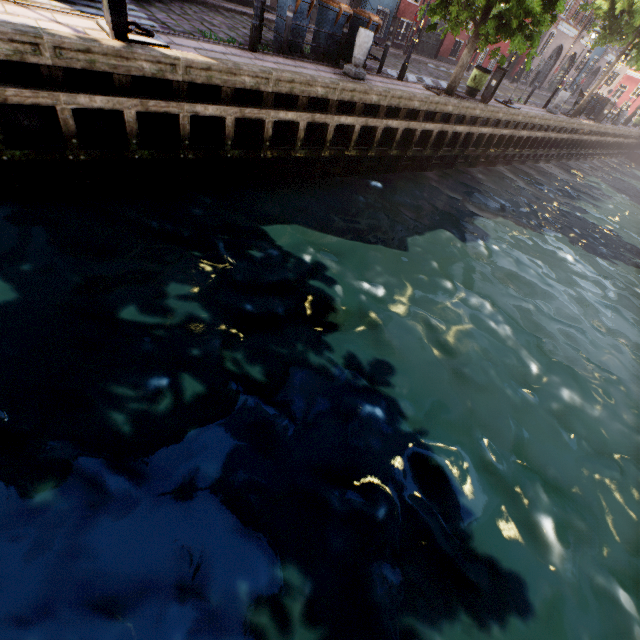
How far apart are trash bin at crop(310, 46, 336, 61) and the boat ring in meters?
5.4

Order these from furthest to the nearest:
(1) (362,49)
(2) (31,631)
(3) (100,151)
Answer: (1) (362,49)
(3) (100,151)
(2) (31,631)

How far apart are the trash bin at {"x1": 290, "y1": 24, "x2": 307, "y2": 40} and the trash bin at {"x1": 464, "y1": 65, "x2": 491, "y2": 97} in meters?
8.1 m

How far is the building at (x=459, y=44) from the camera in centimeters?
2086cm

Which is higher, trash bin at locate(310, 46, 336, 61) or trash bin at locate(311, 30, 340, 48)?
trash bin at locate(311, 30, 340, 48)

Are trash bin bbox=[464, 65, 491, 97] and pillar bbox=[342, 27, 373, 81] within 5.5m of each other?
no

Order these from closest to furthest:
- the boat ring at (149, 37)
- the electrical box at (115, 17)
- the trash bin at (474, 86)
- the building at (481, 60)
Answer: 1. the electrical box at (115, 17)
2. the boat ring at (149, 37)
3. the trash bin at (474, 86)
4. the building at (481, 60)

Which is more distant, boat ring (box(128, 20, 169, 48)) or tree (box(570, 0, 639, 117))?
tree (box(570, 0, 639, 117))
